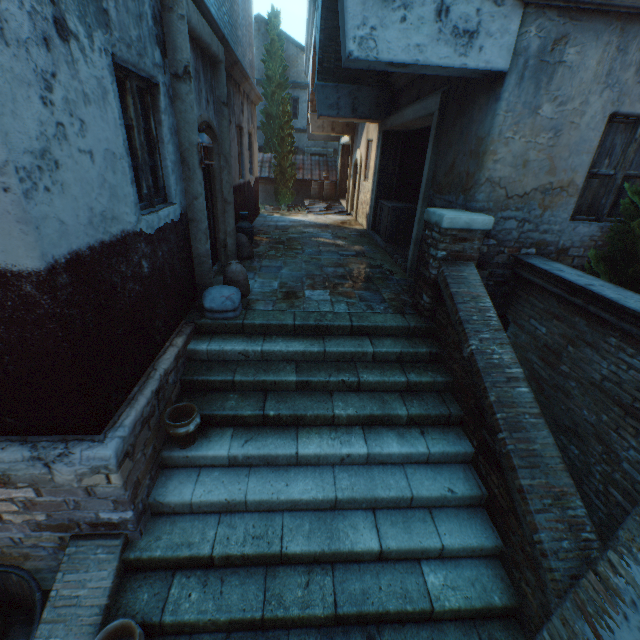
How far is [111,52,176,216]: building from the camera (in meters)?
3.15

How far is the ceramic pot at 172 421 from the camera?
3.4 meters

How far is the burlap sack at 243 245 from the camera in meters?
7.1 m

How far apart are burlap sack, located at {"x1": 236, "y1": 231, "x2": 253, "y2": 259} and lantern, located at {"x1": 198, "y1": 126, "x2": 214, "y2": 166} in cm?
138

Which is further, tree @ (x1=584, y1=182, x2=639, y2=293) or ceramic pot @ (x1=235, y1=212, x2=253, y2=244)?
ceramic pot @ (x1=235, y1=212, x2=253, y2=244)

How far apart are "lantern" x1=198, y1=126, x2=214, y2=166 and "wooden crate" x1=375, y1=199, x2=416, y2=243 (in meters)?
5.32

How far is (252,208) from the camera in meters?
11.2 m

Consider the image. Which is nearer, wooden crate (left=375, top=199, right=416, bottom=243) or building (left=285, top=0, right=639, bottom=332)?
building (left=285, top=0, right=639, bottom=332)
